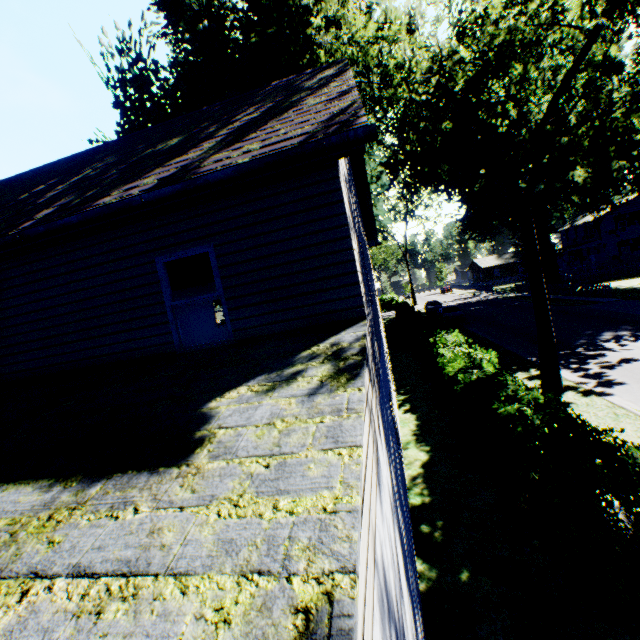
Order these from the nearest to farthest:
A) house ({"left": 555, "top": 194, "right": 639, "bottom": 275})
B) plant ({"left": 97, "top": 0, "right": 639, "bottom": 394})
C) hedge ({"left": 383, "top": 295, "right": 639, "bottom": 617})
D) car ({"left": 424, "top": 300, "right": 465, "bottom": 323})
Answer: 1. hedge ({"left": 383, "top": 295, "right": 639, "bottom": 617})
2. plant ({"left": 97, "top": 0, "right": 639, "bottom": 394})
3. car ({"left": 424, "top": 300, "right": 465, "bottom": 323})
4. house ({"left": 555, "top": 194, "right": 639, "bottom": 275})

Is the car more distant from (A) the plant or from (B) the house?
(B) the house

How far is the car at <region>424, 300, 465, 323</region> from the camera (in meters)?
29.72

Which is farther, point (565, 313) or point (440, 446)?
point (565, 313)

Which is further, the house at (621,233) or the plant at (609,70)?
the house at (621,233)

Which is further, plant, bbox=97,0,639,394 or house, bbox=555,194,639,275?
house, bbox=555,194,639,275

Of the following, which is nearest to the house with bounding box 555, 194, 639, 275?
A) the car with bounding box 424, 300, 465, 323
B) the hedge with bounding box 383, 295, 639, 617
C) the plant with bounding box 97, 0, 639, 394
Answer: the plant with bounding box 97, 0, 639, 394

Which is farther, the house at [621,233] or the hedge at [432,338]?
the house at [621,233]
